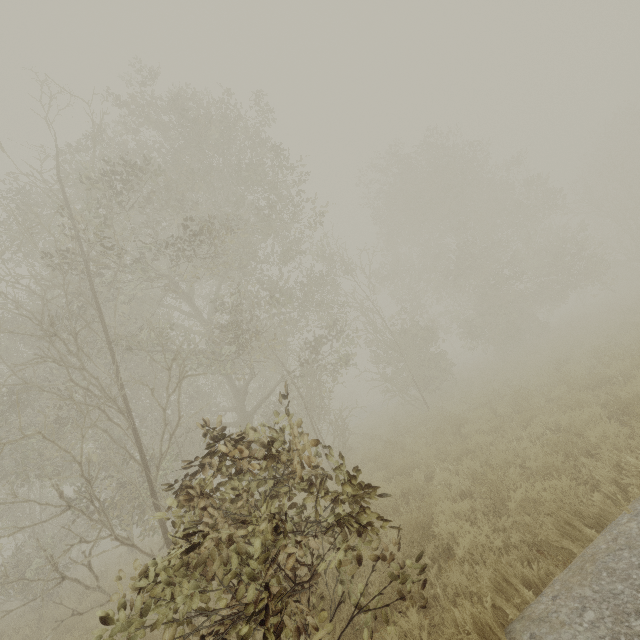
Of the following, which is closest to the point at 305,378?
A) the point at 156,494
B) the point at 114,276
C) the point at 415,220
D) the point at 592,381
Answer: the point at 156,494
